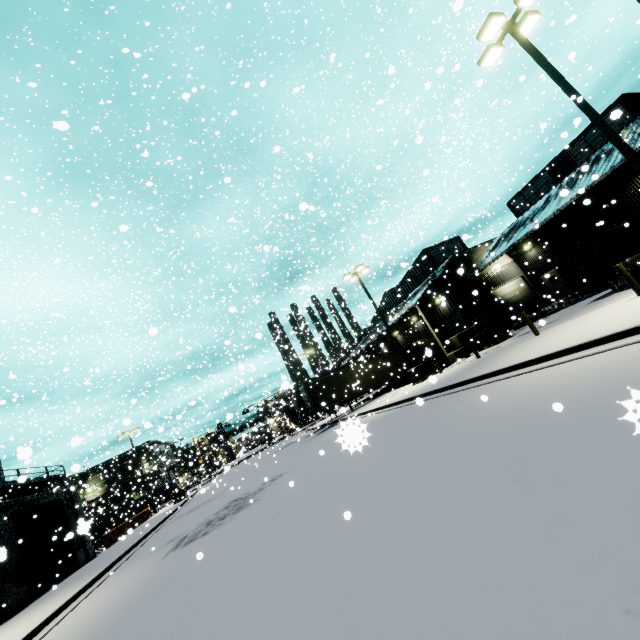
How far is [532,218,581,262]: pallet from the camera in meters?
16.6 m

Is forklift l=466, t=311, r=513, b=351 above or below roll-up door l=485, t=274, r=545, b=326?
below

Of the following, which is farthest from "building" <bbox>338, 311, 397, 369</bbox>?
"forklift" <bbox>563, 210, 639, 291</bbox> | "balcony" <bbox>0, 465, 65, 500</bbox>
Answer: "forklift" <bbox>563, 210, 639, 291</bbox>

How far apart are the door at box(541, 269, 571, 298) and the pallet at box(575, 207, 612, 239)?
5.0m

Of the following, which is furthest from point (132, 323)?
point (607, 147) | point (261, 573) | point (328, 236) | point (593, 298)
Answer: point (607, 147)

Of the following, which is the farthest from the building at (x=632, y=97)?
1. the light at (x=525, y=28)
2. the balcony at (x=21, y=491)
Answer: the light at (x=525, y=28)

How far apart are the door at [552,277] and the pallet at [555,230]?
5.0m

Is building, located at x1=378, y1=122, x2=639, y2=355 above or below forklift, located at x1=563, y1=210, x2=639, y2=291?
above
